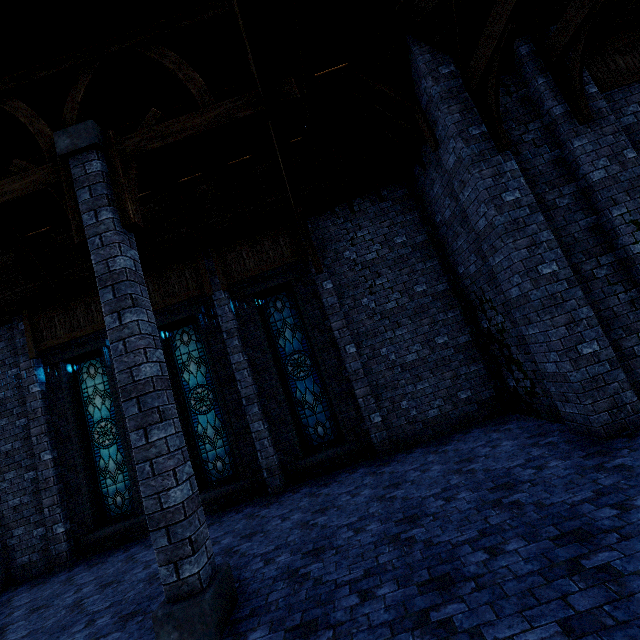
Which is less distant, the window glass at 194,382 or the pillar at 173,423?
the pillar at 173,423

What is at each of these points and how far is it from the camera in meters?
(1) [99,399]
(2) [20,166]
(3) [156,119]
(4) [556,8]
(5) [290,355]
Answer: (1) window glass, 9.6 m
(2) pillar, 5.2 m
(3) pillar, 5.1 m
(4) building, 6.3 m
(5) window glass, 9.4 m

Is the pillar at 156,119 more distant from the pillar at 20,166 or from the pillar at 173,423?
the pillar at 20,166

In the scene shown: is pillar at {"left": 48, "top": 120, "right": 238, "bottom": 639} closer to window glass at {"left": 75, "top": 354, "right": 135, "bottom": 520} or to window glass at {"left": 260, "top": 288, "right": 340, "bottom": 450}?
window glass at {"left": 260, "top": 288, "right": 340, "bottom": 450}

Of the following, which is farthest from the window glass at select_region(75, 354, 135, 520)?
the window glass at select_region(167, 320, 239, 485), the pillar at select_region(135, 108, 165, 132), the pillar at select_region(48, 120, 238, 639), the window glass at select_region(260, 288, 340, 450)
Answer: the pillar at select_region(135, 108, 165, 132)

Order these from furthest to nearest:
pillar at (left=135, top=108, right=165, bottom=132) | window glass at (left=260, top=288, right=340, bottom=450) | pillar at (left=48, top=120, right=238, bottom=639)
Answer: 1. window glass at (left=260, top=288, right=340, bottom=450)
2. pillar at (left=135, top=108, right=165, bottom=132)
3. pillar at (left=48, top=120, right=238, bottom=639)

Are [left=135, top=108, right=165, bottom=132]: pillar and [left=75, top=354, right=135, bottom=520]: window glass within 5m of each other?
no

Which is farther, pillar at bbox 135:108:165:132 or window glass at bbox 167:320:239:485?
window glass at bbox 167:320:239:485
